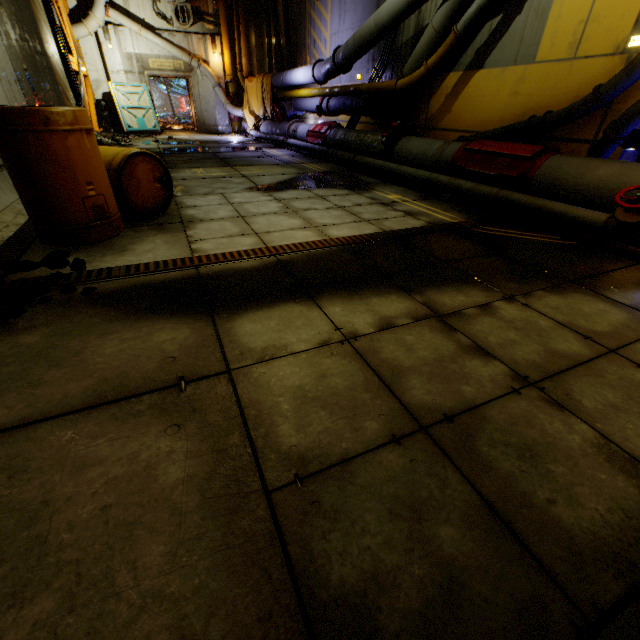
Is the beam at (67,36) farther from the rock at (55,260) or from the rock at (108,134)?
the rock at (55,260)

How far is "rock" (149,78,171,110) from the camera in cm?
3228

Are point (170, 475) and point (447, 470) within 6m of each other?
yes

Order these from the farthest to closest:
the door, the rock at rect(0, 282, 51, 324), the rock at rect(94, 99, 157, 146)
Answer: the door < the rock at rect(94, 99, 157, 146) < the rock at rect(0, 282, 51, 324)

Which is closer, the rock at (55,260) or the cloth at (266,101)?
the rock at (55,260)

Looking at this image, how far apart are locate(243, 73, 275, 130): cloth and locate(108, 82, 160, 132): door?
4.2 meters

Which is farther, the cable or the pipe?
the pipe

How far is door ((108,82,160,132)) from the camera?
14.55m
